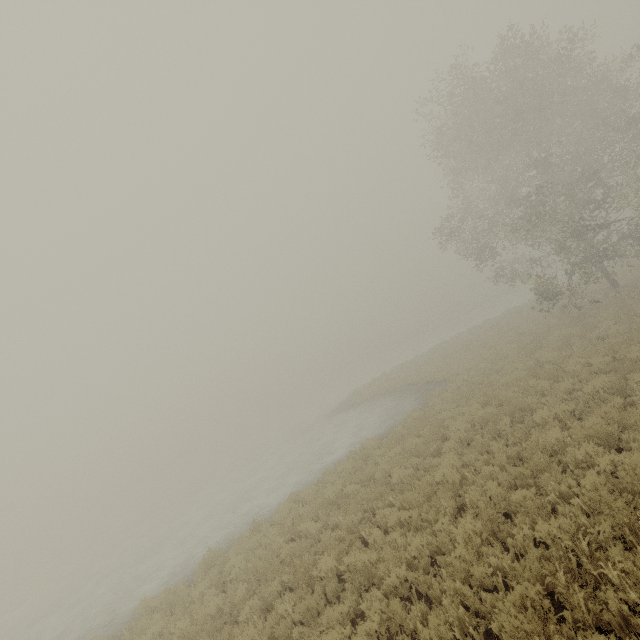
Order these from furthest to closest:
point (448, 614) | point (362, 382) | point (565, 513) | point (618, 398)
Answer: point (362, 382)
point (618, 398)
point (565, 513)
point (448, 614)
